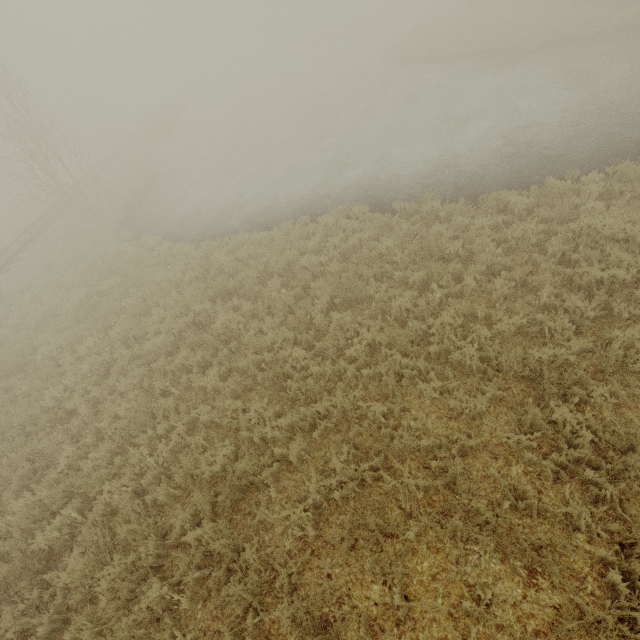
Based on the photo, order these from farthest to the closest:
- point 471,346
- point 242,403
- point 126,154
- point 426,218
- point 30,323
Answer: point 126,154, point 30,323, point 426,218, point 242,403, point 471,346
